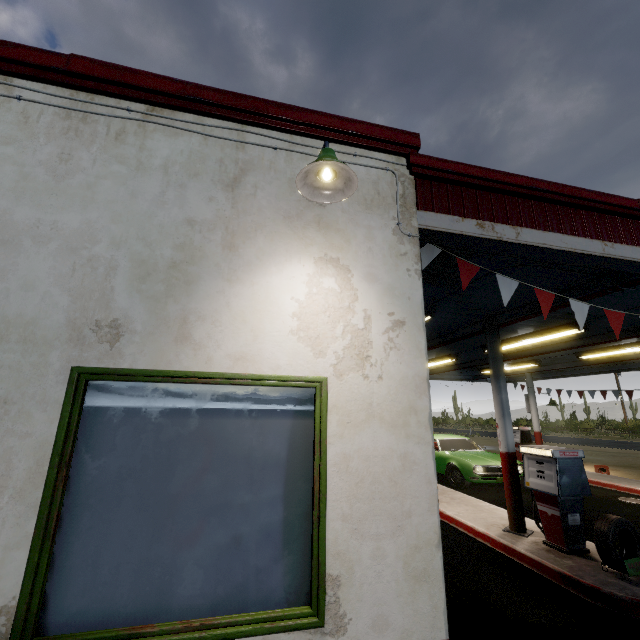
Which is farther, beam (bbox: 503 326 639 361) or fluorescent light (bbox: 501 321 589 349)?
beam (bbox: 503 326 639 361)

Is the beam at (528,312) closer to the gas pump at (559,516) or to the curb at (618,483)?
the gas pump at (559,516)

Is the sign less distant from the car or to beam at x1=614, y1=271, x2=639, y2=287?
beam at x1=614, y1=271, x2=639, y2=287

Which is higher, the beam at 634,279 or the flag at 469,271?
the beam at 634,279

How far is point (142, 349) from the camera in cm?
225

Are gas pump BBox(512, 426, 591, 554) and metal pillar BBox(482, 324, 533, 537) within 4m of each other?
yes

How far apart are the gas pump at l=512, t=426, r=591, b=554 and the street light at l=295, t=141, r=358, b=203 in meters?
5.5

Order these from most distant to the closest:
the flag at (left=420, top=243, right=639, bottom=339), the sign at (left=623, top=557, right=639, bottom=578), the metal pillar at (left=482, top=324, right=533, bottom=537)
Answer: the metal pillar at (left=482, top=324, right=533, bottom=537) < the sign at (left=623, top=557, right=639, bottom=578) < the flag at (left=420, top=243, right=639, bottom=339)
